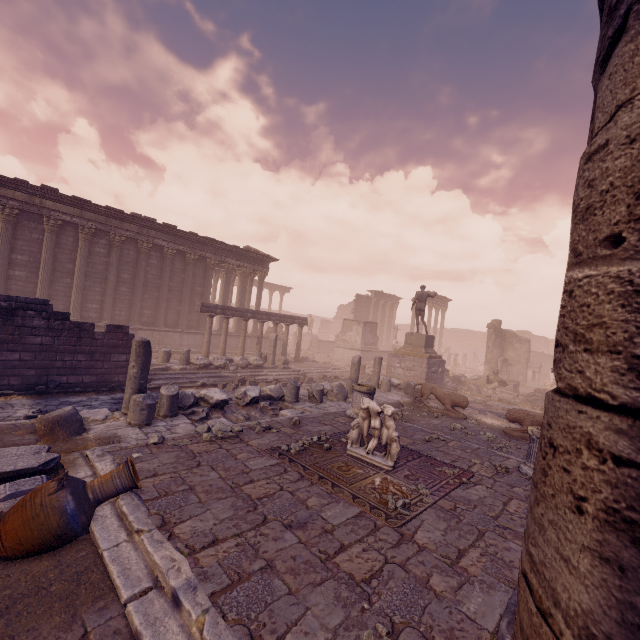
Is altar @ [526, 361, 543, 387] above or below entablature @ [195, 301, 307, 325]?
below

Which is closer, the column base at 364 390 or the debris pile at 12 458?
the debris pile at 12 458

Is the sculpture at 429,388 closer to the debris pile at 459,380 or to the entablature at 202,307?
the debris pile at 459,380

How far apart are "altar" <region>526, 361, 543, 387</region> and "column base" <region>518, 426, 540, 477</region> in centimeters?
2410cm

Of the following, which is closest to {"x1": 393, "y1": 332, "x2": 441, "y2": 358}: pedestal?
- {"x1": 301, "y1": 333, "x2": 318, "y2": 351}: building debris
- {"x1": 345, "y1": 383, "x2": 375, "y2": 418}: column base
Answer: {"x1": 345, "y1": 383, "x2": 375, "y2": 418}: column base

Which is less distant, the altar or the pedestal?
the pedestal

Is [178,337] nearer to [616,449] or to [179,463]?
→ [179,463]

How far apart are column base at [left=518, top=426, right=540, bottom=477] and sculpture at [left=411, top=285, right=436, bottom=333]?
11.2m
